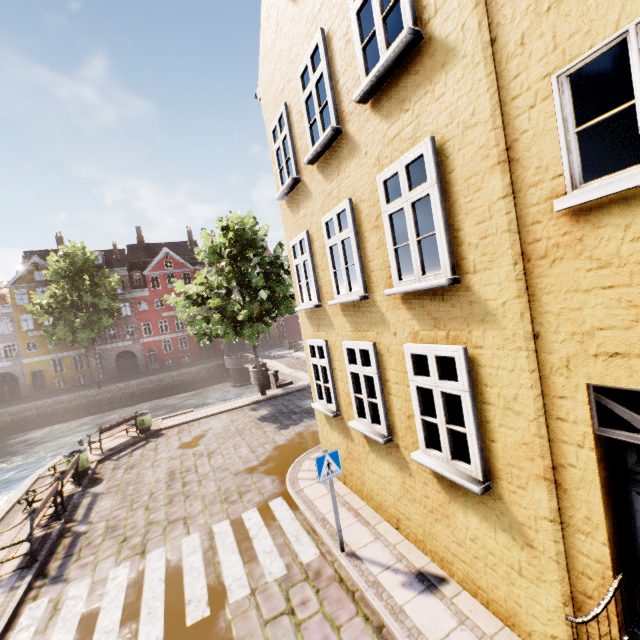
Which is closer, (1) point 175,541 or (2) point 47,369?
(1) point 175,541

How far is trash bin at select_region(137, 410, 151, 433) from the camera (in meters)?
15.39

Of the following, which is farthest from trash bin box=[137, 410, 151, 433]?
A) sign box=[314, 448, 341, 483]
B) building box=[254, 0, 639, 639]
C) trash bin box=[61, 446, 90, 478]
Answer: sign box=[314, 448, 341, 483]

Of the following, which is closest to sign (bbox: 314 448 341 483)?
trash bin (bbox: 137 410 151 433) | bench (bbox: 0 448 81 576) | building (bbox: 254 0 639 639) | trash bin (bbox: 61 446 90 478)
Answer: building (bbox: 254 0 639 639)

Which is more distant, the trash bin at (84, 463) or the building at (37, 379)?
the building at (37, 379)

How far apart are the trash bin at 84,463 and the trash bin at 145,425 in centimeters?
354cm

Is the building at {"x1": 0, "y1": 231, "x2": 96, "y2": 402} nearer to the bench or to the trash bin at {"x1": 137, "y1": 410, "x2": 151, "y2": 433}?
the trash bin at {"x1": 137, "y1": 410, "x2": 151, "y2": 433}

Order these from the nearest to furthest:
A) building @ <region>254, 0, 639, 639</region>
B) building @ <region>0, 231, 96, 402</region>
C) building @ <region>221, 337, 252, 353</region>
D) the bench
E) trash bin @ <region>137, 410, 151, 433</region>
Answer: building @ <region>254, 0, 639, 639</region> < the bench < trash bin @ <region>137, 410, 151, 433</region> < building @ <region>0, 231, 96, 402</region> < building @ <region>221, 337, 252, 353</region>
